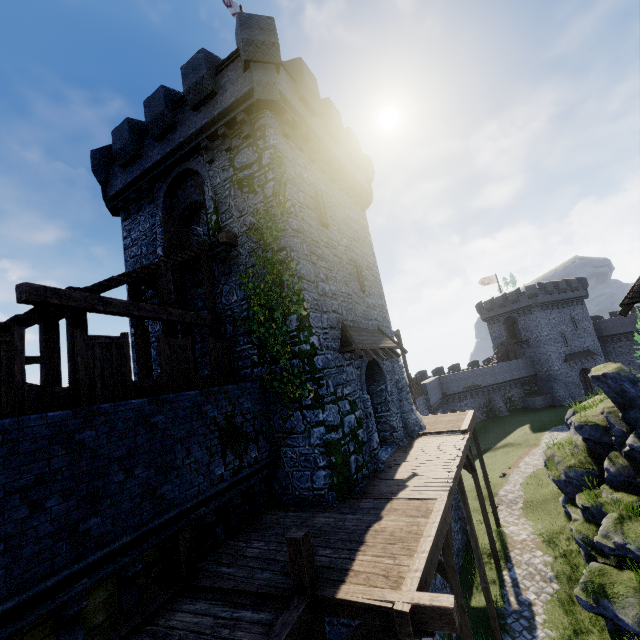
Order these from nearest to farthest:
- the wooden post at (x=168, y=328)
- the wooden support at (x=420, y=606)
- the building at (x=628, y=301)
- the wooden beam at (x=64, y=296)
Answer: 1. the wooden support at (x=420, y=606)
2. the wooden beam at (x=64, y=296)
3. the wooden post at (x=168, y=328)
4. the building at (x=628, y=301)

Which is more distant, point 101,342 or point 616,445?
point 616,445

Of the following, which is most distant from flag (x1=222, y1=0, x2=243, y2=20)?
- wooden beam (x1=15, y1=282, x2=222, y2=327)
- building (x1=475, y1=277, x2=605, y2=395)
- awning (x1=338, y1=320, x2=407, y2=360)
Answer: building (x1=475, y1=277, x2=605, y2=395)

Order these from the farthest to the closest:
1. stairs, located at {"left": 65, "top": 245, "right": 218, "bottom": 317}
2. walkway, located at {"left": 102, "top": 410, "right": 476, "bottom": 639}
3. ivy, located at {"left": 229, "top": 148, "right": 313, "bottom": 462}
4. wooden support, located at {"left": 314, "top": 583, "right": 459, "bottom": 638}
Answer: ivy, located at {"left": 229, "top": 148, "right": 313, "bottom": 462} → stairs, located at {"left": 65, "top": 245, "right": 218, "bottom": 317} → walkway, located at {"left": 102, "top": 410, "right": 476, "bottom": 639} → wooden support, located at {"left": 314, "top": 583, "right": 459, "bottom": 638}

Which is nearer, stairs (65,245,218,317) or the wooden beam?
the wooden beam

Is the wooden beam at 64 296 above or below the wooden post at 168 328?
above

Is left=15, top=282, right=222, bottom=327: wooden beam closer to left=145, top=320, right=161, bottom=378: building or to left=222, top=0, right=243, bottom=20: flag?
left=145, top=320, right=161, bottom=378: building

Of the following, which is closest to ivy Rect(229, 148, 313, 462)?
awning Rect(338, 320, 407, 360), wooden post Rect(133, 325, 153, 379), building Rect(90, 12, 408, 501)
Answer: building Rect(90, 12, 408, 501)
